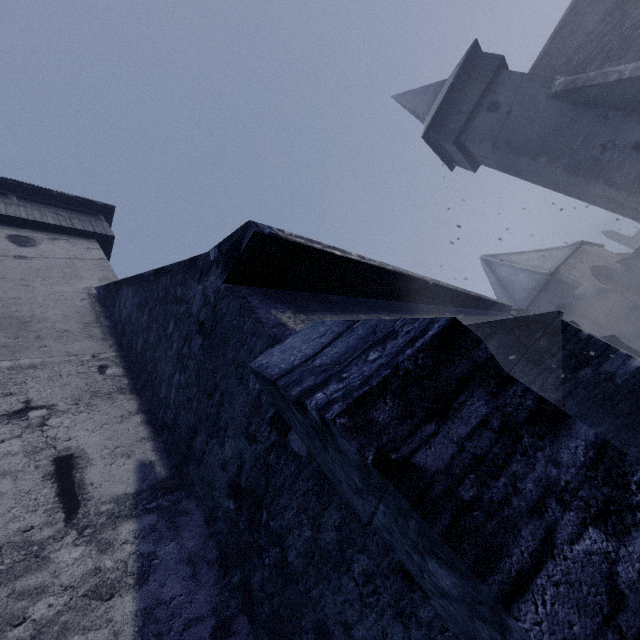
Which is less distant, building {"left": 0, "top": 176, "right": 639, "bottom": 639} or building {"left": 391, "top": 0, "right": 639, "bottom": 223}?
building {"left": 0, "top": 176, "right": 639, "bottom": 639}

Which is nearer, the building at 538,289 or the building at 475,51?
the building at 538,289

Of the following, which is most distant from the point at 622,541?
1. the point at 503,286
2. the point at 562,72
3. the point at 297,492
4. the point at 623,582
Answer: the point at 503,286
